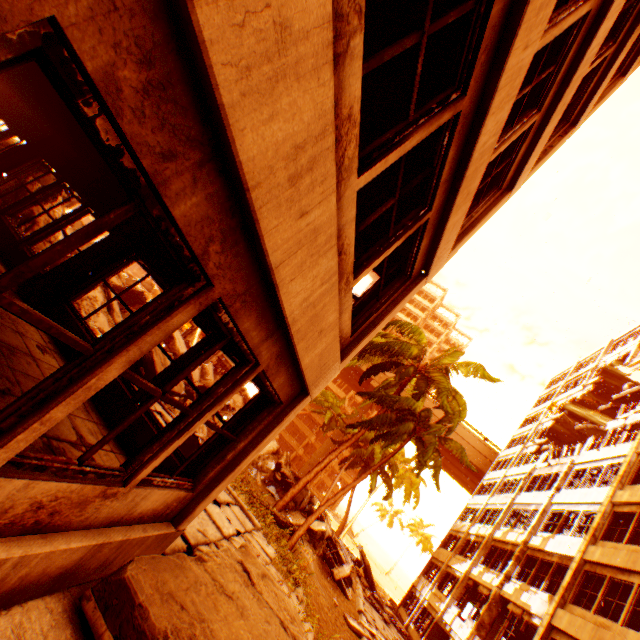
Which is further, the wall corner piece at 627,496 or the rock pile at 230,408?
the rock pile at 230,408

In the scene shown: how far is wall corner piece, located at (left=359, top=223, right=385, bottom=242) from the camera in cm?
618

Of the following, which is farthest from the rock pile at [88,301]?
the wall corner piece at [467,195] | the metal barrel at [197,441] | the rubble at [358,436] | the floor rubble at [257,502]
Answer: the wall corner piece at [467,195]

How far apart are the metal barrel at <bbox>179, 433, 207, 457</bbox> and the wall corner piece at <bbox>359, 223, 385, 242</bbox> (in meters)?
5.68

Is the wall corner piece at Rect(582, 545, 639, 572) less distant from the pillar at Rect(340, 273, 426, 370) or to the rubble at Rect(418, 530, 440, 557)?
the rubble at Rect(418, 530, 440, 557)

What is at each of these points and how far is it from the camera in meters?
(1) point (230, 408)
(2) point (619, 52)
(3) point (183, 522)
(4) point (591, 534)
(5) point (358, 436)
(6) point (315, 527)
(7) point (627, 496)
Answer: (1) rock pile, 24.8
(2) wall corner piece, 6.4
(3) pillar, 4.1
(4) pillar, 14.4
(5) rubble, 16.0
(6) rock pile, 17.5
(7) wall corner piece, 14.3

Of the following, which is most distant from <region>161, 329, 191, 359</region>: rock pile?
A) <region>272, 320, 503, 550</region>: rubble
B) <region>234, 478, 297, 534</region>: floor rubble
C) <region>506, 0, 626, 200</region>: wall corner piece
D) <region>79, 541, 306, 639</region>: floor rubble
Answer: <region>506, 0, 626, 200</region>: wall corner piece

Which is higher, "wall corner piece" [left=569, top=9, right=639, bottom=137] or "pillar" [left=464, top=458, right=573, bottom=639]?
"wall corner piece" [left=569, top=9, right=639, bottom=137]
